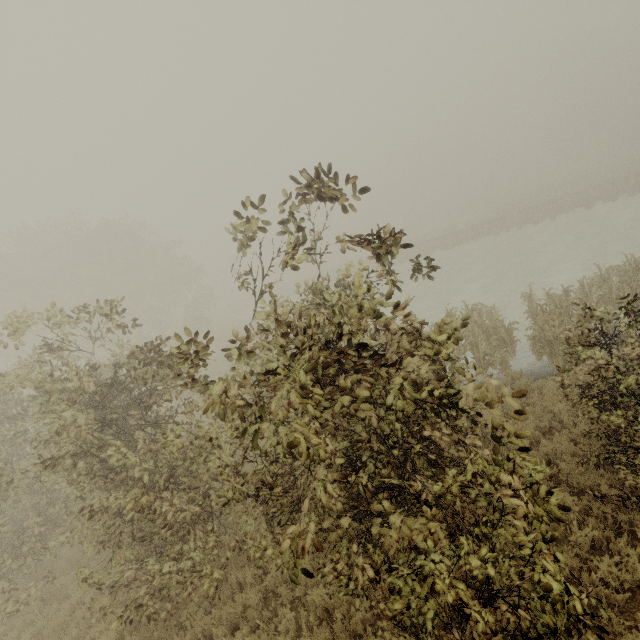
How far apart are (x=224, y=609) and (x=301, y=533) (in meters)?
6.09

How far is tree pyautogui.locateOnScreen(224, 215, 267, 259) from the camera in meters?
3.8

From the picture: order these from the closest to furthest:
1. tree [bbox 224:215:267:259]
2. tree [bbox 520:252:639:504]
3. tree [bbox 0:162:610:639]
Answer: tree [bbox 0:162:610:639], tree [bbox 224:215:267:259], tree [bbox 520:252:639:504]

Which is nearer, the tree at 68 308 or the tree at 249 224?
the tree at 68 308

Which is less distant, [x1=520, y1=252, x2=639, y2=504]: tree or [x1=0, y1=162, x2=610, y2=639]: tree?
[x1=0, y1=162, x2=610, y2=639]: tree

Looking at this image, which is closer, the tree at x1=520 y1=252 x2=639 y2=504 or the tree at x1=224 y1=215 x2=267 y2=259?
the tree at x1=224 y1=215 x2=267 y2=259

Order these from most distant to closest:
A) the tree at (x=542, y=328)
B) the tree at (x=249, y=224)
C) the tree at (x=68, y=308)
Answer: the tree at (x=542, y=328), the tree at (x=249, y=224), the tree at (x=68, y=308)
